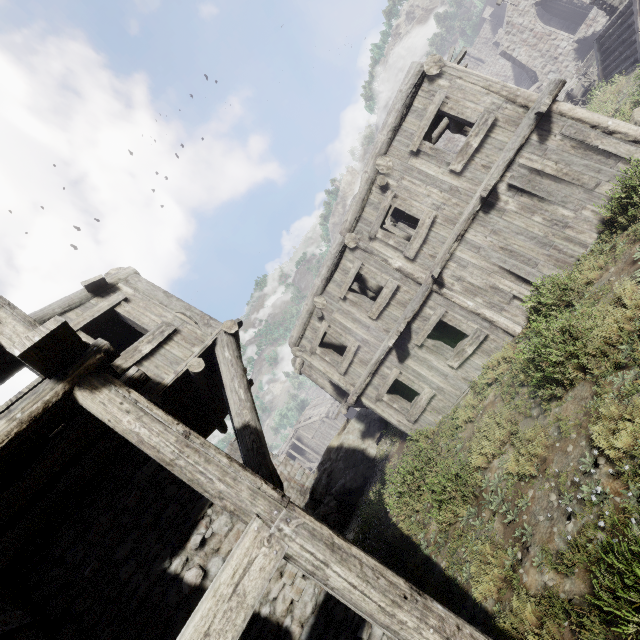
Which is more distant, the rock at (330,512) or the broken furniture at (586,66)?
the broken furniture at (586,66)

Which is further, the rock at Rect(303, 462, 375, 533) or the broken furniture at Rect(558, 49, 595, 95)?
the broken furniture at Rect(558, 49, 595, 95)

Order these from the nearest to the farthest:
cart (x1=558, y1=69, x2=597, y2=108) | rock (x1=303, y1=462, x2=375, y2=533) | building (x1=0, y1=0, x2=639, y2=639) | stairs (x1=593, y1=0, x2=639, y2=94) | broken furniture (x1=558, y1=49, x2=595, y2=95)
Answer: building (x1=0, y1=0, x2=639, y2=639)
stairs (x1=593, y1=0, x2=639, y2=94)
rock (x1=303, y1=462, x2=375, y2=533)
cart (x1=558, y1=69, x2=597, y2=108)
broken furniture (x1=558, y1=49, x2=595, y2=95)

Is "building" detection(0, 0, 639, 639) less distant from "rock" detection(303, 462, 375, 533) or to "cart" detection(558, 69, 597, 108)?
"rock" detection(303, 462, 375, 533)

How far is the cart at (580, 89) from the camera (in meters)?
16.19

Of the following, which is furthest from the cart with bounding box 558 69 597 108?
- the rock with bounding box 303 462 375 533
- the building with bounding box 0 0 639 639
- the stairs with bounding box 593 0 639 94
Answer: the rock with bounding box 303 462 375 533

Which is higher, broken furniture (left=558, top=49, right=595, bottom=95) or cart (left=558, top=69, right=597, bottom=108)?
cart (left=558, top=69, right=597, bottom=108)

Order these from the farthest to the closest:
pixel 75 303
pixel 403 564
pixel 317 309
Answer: pixel 317 309 < pixel 403 564 < pixel 75 303
